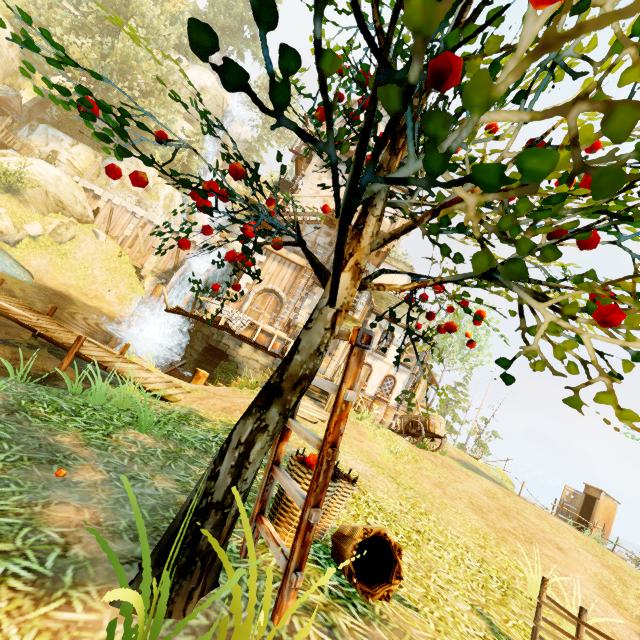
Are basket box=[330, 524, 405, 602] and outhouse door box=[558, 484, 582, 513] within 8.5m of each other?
no

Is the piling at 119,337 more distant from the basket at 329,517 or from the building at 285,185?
the basket at 329,517

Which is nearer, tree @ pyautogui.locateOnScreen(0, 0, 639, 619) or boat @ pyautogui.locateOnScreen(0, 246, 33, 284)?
tree @ pyautogui.locateOnScreen(0, 0, 639, 619)

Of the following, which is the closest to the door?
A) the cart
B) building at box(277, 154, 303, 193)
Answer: building at box(277, 154, 303, 193)

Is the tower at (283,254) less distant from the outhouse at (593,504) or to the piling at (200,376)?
the piling at (200,376)

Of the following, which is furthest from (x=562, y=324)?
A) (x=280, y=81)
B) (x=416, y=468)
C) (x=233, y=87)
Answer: (x=416, y=468)

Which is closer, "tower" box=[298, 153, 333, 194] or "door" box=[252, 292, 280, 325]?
"door" box=[252, 292, 280, 325]

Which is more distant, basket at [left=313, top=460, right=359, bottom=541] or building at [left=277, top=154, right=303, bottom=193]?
building at [left=277, top=154, right=303, bottom=193]
